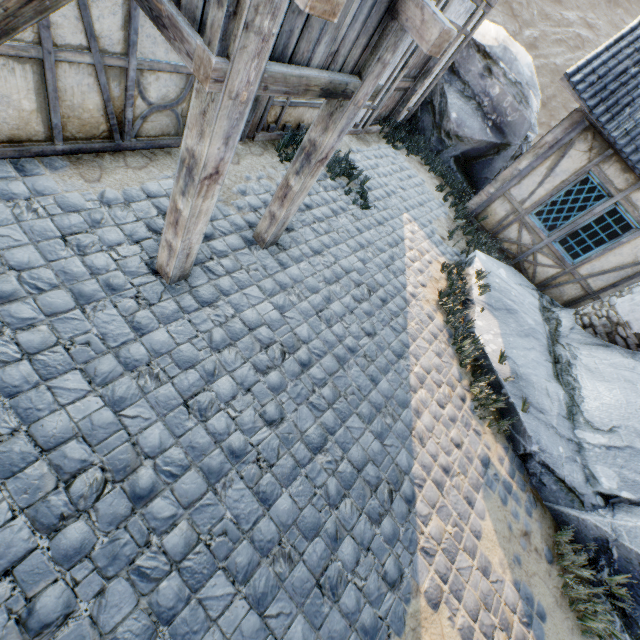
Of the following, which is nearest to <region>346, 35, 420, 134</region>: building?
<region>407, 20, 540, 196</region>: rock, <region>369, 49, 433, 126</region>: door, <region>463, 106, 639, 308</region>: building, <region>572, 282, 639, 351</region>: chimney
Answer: <region>369, 49, 433, 126</region>: door

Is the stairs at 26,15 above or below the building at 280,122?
above

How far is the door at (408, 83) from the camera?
6.9 meters

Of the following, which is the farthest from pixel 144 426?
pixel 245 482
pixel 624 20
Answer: pixel 624 20

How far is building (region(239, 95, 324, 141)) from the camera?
4.9 meters

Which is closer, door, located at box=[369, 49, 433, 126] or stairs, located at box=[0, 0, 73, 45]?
stairs, located at box=[0, 0, 73, 45]

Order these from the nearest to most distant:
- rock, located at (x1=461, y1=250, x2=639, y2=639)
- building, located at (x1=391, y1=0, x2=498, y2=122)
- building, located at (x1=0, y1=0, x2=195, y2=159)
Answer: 1. building, located at (x1=0, y1=0, x2=195, y2=159)
2. rock, located at (x1=461, y1=250, x2=639, y2=639)
3. building, located at (x1=391, y1=0, x2=498, y2=122)
